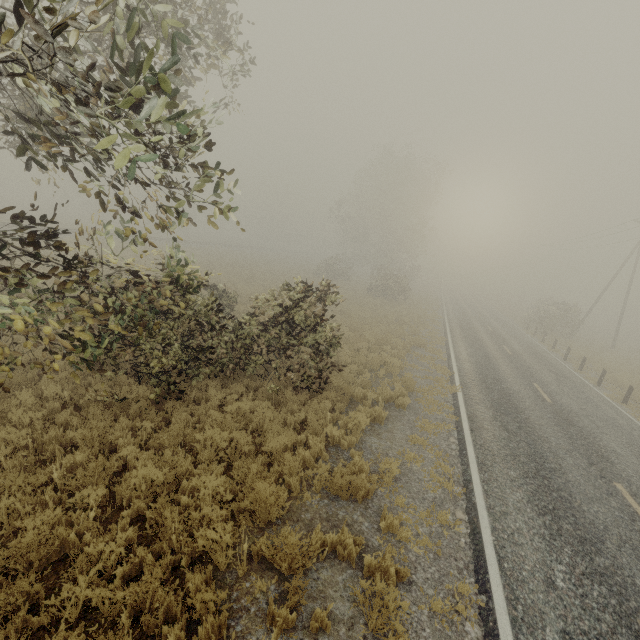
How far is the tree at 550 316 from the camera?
30.6m

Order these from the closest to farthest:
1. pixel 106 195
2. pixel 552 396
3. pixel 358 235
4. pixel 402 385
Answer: pixel 106 195, pixel 402 385, pixel 552 396, pixel 358 235

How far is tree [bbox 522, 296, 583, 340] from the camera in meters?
30.6 m
